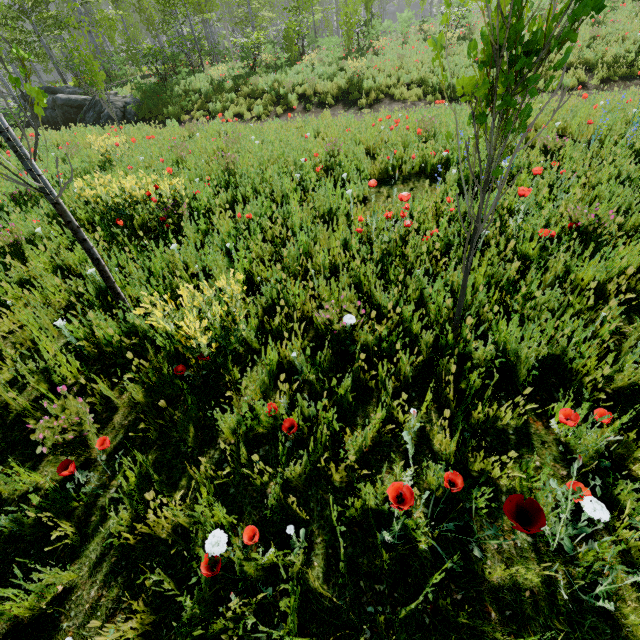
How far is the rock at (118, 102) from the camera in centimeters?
1420cm

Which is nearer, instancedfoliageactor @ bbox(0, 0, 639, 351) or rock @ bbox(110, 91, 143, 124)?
instancedfoliageactor @ bbox(0, 0, 639, 351)

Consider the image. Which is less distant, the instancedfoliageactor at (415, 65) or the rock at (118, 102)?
the instancedfoliageactor at (415, 65)

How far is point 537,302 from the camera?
2.6 meters

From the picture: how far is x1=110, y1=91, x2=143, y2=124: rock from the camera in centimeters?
1420cm
